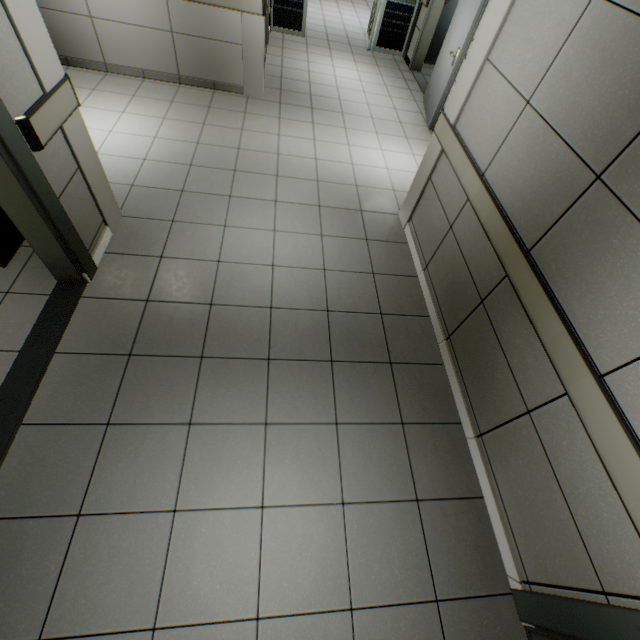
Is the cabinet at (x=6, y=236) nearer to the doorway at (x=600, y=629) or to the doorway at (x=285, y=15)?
the doorway at (x=600, y=629)

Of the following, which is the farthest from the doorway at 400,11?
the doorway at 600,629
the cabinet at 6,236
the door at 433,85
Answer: the doorway at 600,629

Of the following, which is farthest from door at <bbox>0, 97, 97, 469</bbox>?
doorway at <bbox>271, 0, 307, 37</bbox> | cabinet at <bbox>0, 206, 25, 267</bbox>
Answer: doorway at <bbox>271, 0, 307, 37</bbox>

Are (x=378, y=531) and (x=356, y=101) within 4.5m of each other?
no

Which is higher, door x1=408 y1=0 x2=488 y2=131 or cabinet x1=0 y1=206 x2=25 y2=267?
door x1=408 y1=0 x2=488 y2=131

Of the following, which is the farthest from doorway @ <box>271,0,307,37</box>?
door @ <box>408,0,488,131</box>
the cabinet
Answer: the cabinet

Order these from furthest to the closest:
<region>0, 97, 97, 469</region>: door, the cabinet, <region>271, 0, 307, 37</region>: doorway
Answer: <region>271, 0, 307, 37</region>: doorway → the cabinet → <region>0, 97, 97, 469</region>: door

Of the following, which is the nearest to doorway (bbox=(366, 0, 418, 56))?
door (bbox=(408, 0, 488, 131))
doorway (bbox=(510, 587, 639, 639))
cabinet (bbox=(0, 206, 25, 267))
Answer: door (bbox=(408, 0, 488, 131))
